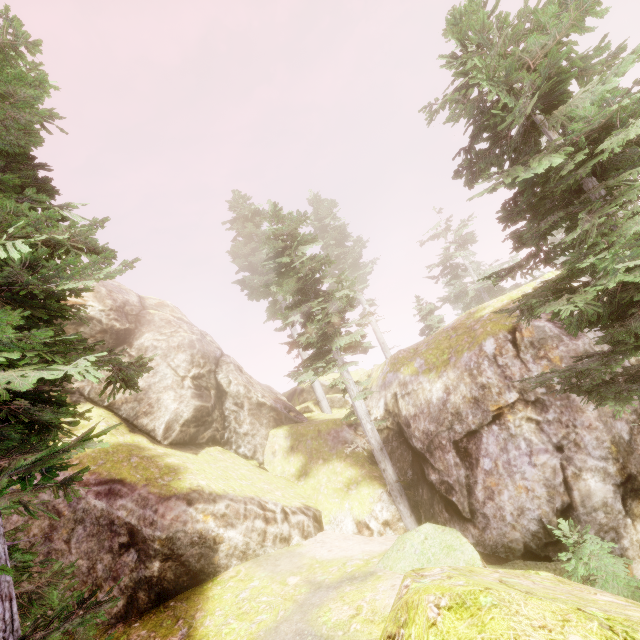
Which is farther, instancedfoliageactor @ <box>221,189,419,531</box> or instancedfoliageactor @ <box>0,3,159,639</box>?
instancedfoliageactor @ <box>221,189,419,531</box>

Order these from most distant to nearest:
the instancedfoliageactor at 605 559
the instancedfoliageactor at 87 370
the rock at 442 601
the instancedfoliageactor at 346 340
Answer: the instancedfoliageactor at 346 340 < the instancedfoliageactor at 605 559 < the instancedfoliageactor at 87 370 < the rock at 442 601

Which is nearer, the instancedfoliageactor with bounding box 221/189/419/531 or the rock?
the rock

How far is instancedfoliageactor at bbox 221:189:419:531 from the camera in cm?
1300

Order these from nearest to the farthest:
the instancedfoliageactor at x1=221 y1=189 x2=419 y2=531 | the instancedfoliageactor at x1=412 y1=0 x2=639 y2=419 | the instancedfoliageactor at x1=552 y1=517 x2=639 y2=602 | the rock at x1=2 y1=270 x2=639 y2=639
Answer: the rock at x1=2 y1=270 x2=639 y2=639 < the instancedfoliageactor at x1=552 y1=517 x2=639 y2=602 < the instancedfoliageactor at x1=412 y1=0 x2=639 y2=419 < the instancedfoliageactor at x1=221 y1=189 x2=419 y2=531

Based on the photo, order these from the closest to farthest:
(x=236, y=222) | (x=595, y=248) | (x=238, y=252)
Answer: (x=595, y=248), (x=238, y=252), (x=236, y=222)

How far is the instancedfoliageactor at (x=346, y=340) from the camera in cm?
1300
